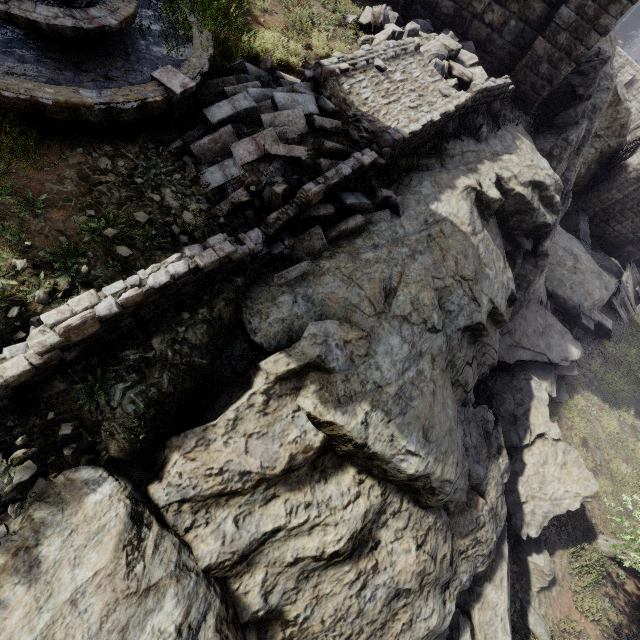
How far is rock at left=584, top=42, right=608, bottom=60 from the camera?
15.13m

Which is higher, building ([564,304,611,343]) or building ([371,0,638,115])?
building ([371,0,638,115])

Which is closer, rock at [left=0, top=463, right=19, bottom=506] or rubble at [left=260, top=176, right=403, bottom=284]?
rock at [left=0, top=463, right=19, bottom=506]

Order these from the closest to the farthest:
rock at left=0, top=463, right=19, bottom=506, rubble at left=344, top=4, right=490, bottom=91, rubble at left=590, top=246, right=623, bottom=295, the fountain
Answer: rock at left=0, top=463, right=19, bottom=506 → the fountain → rubble at left=344, top=4, right=490, bottom=91 → rubble at left=590, top=246, right=623, bottom=295

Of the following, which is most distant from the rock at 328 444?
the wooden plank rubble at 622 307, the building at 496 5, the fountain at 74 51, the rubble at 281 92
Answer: the wooden plank rubble at 622 307

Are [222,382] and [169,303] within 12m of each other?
yes

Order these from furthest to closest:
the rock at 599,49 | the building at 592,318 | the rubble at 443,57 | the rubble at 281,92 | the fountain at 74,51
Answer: the building at 592,318, the rock at 599,49, the rubble at 443,57, the rubble at 281,92, the fountain at 74,51

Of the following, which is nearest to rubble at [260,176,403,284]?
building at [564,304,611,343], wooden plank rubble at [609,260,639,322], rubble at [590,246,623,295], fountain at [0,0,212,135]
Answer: fountain at [0,0,212,135]
